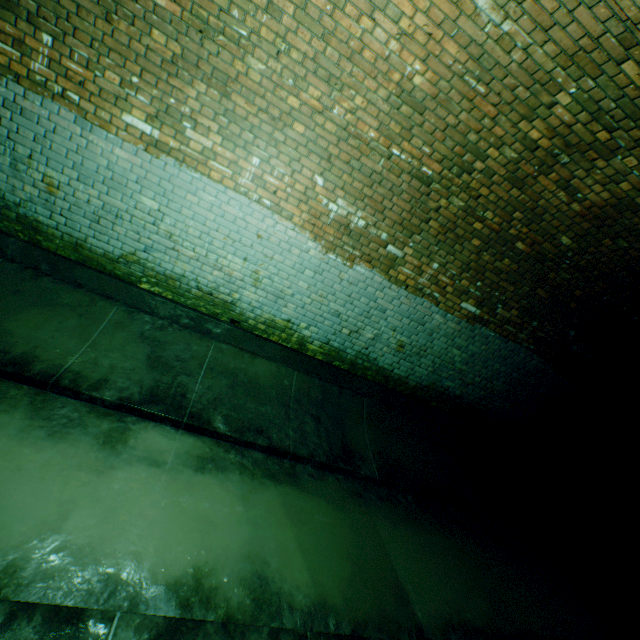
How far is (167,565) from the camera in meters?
2.3
